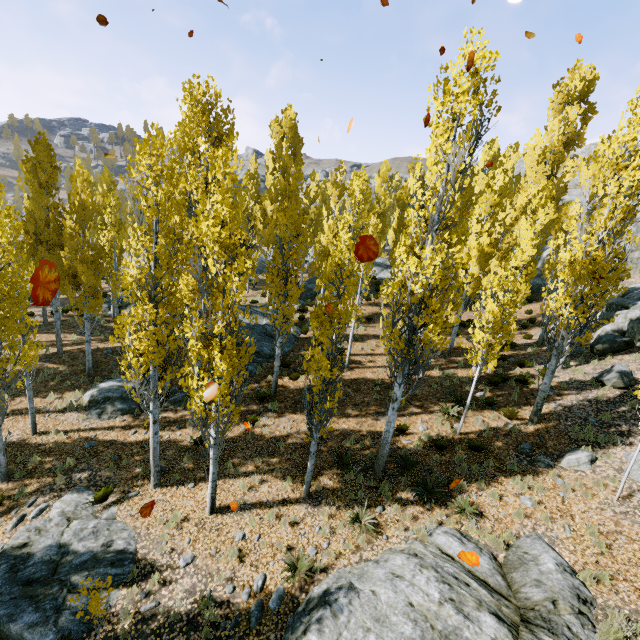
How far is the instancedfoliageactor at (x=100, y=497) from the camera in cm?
982

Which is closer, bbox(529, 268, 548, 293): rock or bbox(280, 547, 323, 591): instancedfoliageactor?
bbox(280, 547, 323, 591): instancedfoliageactor

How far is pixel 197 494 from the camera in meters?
10.3

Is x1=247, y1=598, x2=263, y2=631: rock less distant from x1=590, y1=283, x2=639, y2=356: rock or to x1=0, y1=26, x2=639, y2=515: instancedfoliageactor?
x1=590, y1=283, x2=639, y2=356: rock

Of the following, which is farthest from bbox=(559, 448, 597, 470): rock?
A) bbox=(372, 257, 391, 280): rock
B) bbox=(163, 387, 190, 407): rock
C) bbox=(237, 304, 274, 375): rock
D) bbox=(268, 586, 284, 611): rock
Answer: bbox=(372, 257, 391, 280): rock

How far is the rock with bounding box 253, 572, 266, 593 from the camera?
7.8m

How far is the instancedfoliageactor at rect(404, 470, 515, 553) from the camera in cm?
846

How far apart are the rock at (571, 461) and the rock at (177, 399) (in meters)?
14.70
